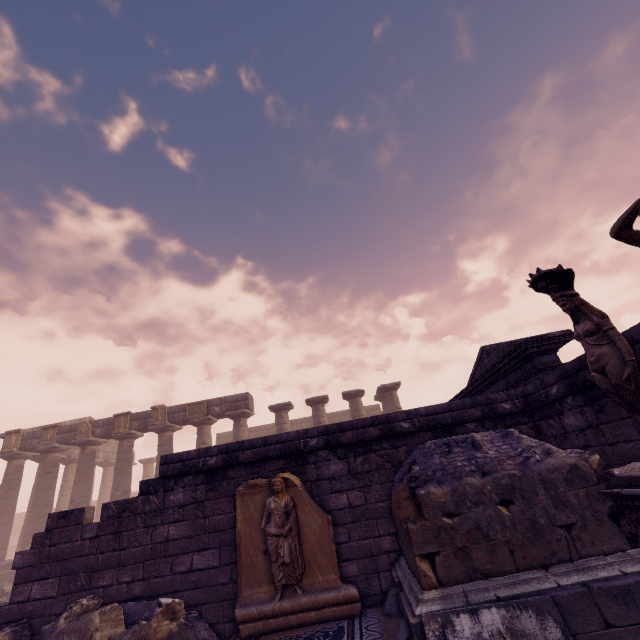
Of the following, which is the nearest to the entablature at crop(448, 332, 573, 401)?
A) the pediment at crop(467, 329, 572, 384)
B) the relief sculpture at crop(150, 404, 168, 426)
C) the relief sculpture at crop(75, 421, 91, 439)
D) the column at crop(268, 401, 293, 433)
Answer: the pediment at crop(467, 329, 572, 384)

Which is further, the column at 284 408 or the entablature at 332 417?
the entablature at 332 417

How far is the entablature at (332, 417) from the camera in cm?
2816

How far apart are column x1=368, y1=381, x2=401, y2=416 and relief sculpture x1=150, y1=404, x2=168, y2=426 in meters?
12.3 m

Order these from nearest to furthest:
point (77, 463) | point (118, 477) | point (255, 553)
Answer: point (255, 553) → point (118, 477) → point (77, 463)

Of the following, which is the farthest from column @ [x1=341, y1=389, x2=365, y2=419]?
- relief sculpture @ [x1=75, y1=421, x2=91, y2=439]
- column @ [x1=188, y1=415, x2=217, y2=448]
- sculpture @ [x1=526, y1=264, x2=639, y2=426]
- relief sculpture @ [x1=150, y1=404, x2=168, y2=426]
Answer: sculpture @ [x1=526, y1=264, x2=639, y2=426]

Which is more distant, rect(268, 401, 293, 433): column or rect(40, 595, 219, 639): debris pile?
rect(268, 401, 293, 433): column

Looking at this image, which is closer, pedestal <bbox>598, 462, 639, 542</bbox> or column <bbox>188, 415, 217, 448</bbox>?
pedestal <bbox>598, 462, 639, 542</bbox>
